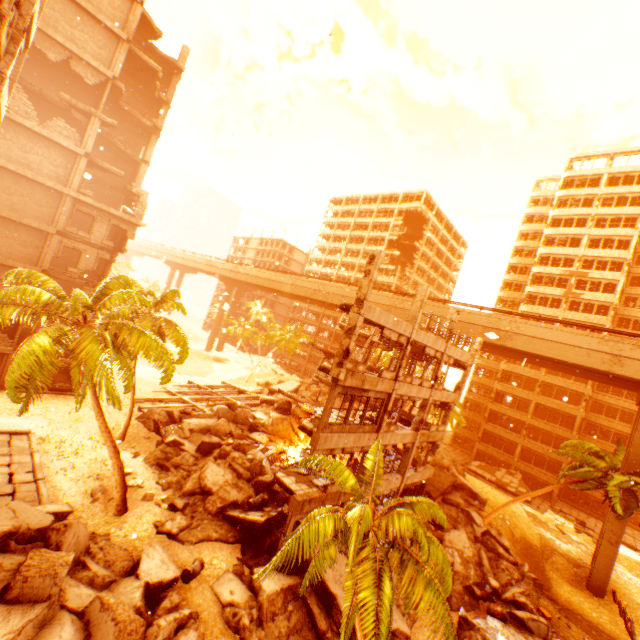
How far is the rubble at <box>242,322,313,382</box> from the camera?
53.38m

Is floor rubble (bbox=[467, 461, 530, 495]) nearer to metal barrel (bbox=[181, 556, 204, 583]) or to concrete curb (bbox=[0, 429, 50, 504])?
metal barrel (bbox=[181, 556, 204, 583])

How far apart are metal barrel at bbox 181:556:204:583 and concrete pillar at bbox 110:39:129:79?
32.06m

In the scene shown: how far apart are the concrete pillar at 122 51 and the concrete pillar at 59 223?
9.6m

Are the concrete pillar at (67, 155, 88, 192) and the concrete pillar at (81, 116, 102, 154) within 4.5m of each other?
yes

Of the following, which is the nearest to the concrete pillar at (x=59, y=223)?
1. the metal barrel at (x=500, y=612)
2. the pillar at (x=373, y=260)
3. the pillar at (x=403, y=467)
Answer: the pillar at (x=373, y=260)

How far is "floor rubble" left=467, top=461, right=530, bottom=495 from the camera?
39.2 meters

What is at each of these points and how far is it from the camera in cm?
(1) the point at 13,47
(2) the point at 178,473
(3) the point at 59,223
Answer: (1) pillar, 859
(2) rock pile, 1914
(3) concrete pillar, 2380
